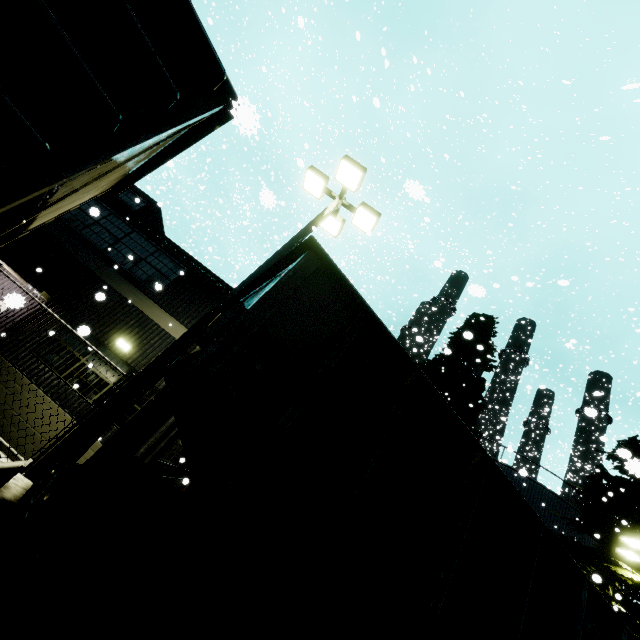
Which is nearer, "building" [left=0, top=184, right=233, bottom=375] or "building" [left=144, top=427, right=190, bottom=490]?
"building" [left=144, top=427, right=190, bottom=490]

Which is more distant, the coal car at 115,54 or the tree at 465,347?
the tree at 465,347

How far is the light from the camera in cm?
502

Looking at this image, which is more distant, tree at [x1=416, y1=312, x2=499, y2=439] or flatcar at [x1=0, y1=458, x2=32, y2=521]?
tree at [x1=416, y1=312, x2=499, y2=439]

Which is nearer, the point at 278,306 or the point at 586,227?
the point at 278,306

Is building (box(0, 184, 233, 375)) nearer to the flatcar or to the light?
the light

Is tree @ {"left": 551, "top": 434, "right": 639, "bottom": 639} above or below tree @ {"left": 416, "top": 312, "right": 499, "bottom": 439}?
below

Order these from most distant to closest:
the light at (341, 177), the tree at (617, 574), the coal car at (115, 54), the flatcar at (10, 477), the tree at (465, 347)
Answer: the tree at (465, 347) → the tree at (617, 574) → the light at (341, 177) → the flatcar at (10, 477) → the coal car at (115, 54)
